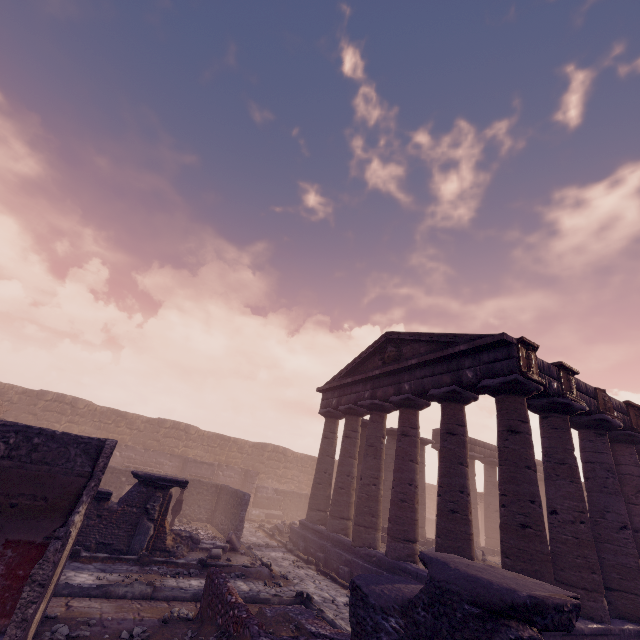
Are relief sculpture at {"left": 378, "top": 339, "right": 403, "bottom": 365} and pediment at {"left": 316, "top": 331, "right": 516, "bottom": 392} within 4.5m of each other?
yes

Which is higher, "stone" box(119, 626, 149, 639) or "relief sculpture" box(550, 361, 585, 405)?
"relief sculpture" box(550, 361, 585, 405)

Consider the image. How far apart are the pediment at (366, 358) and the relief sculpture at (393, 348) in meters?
0.0

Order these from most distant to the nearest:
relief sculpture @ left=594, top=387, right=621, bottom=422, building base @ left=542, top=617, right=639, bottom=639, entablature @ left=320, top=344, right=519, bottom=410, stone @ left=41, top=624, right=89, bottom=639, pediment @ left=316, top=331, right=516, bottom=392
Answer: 1. relief sculpture @ left=594, top=387, right=621, bottom=422
2. pediment @ left=316, top=331, right=516, bottom=392
3. entablature @ left=320, top=344, right=519, bottom=410
4. building base @ left=542, top=617, right=639, bottom=639
5. stone @ left=41, top=624, right=89, bottom=639

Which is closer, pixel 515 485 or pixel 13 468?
pixel 13 468

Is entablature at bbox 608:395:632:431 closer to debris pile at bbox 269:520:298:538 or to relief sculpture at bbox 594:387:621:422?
relief sculpture at bbox 594:387:621:422

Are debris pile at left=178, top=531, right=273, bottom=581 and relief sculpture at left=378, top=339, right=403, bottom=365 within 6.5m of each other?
no

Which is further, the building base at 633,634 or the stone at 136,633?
the building base at 633,634
